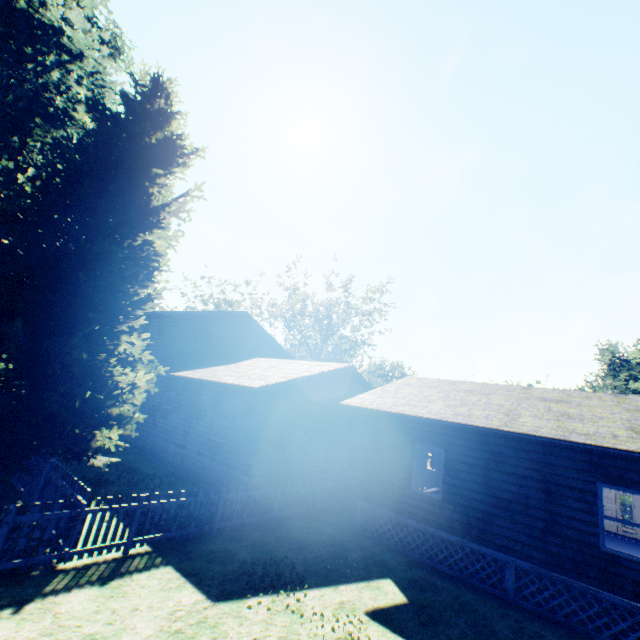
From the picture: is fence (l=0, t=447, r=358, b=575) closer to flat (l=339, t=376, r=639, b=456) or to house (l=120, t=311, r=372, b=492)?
house (l=120, t=311, r=372, b=492)

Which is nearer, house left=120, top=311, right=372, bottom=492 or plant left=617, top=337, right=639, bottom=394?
house left=120, top=311, right=372, bottom=492

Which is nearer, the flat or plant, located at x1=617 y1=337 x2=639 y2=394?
the flat

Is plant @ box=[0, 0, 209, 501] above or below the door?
above

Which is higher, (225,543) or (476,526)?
(476,526)

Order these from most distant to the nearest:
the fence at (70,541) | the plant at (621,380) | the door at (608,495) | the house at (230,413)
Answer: the plant at (621,380)
the door at (608,495)
the house at (230,413)
the fence at (70,541)

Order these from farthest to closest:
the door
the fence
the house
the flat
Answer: the door < the house < the flat < the fence

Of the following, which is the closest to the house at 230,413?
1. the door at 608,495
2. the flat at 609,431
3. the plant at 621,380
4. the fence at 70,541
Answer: the fence at 70,541
